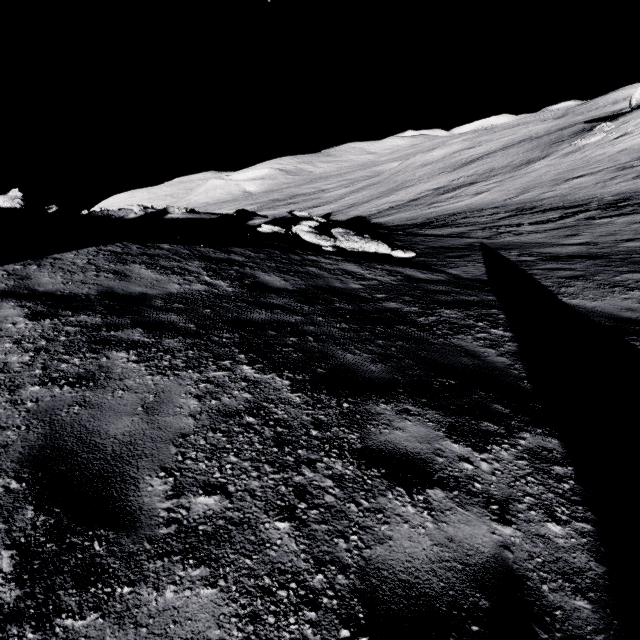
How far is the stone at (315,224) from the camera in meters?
12.8

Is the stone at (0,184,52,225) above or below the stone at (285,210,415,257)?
above

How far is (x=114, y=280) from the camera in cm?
650

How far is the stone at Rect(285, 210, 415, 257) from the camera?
12.8m

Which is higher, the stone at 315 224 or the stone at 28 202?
the stone at 28 202
